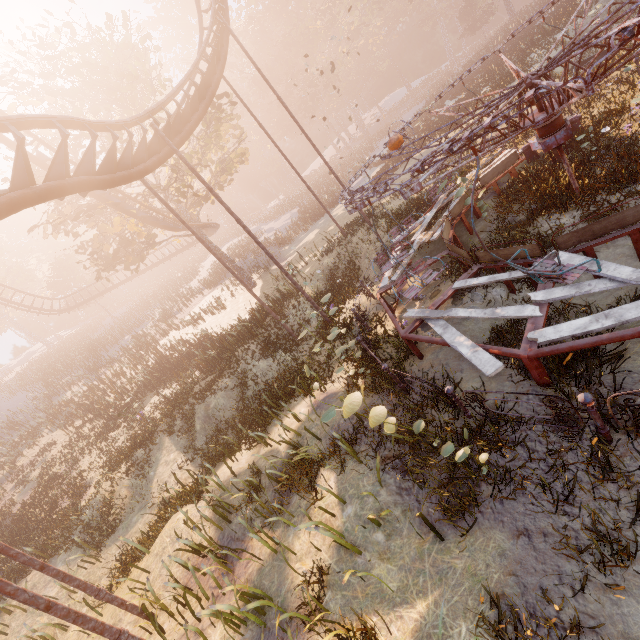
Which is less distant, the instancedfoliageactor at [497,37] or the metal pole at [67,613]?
the metal pole at [67,613]

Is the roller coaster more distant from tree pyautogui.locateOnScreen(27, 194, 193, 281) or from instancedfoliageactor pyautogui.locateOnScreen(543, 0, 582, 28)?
instancedfoliageactor pyautogui.locateOnScreen(543, 0, 582, 28)

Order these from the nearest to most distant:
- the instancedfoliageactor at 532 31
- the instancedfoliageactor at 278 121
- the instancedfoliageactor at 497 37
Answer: the instancedfoliageactor at 532 31 < the instancedfoliageactor at 497 37 < the instancedfoliageactor at 278 121

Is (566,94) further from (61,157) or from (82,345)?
(82,345)

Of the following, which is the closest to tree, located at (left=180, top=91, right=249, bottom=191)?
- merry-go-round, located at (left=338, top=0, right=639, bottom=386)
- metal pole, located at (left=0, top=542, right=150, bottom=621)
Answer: merry-go-round, located at (left=338, top=0, right=639, bottom=386)

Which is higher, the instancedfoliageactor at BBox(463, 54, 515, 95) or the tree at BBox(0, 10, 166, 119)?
the tree at BBox(0, 10, 166, 119)

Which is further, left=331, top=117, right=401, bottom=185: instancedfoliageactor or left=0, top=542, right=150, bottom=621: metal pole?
left=331, top=117, right=401, bottom=185: instancedfoliageactor

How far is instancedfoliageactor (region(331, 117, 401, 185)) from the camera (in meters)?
41.99
